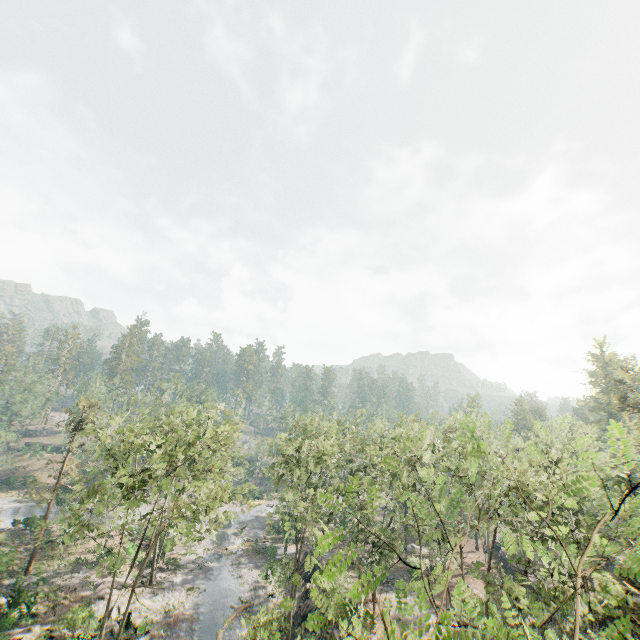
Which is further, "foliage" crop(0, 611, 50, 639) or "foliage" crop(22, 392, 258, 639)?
"foliage" crop(0, 611, 50, 639)

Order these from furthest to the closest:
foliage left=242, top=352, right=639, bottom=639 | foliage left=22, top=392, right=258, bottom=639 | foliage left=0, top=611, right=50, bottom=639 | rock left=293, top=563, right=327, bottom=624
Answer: rock left=293, top=563, right=327, bottom=624, foliage left=0, top=611, right=50, bottom=639, foliage left=22, top=392, right=258, bottom=639, foliage left=242, top=352, right=639, bottom=639

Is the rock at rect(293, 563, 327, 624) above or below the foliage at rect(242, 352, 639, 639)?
below

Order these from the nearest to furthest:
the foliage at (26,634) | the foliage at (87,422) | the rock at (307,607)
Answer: the foliage at (87,422)
the foliage at (26,634)
the rock at (307,607)

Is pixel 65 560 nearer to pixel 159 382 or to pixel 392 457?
pixel 159 382

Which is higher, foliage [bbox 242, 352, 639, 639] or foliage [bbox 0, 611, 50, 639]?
foliage [bbox 242, 352, 639, 639]

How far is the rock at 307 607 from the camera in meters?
31.3 m

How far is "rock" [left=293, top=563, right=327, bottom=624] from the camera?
31.3m
